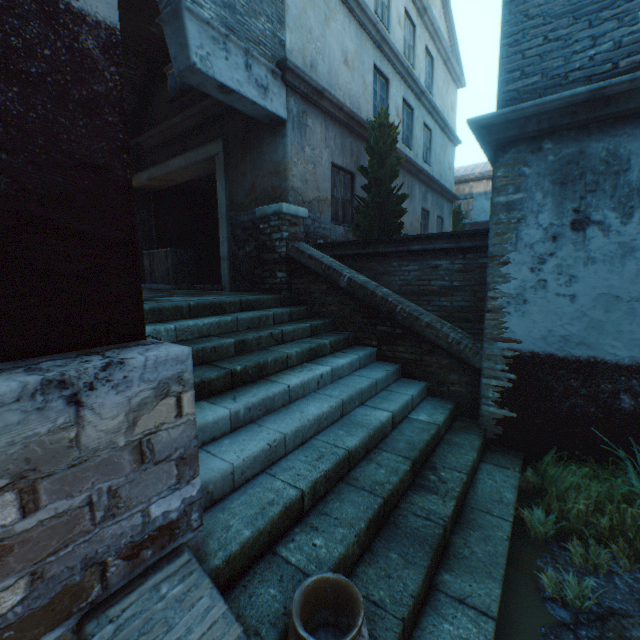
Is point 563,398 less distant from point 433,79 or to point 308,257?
point 308,257

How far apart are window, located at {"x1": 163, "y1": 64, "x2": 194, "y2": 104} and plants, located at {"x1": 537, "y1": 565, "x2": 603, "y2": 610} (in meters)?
9.66

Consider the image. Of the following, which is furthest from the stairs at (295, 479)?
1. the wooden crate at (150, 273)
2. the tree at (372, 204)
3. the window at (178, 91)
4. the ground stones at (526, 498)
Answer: the window at (178, 91)

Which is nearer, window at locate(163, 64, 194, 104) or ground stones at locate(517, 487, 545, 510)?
ground stones at locate(517, 487, 545, 510)

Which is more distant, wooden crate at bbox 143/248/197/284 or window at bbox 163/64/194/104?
wooden crate at bbox 143/248/197/284

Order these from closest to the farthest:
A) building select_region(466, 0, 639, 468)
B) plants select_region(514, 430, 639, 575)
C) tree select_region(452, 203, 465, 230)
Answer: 1. plants select_region(514, 430, 639, 575)
2. building select_region(466, 0, 639, 468)
3. tree select_region(452, 203, 465, 230)

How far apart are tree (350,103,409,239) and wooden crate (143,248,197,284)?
4.60m

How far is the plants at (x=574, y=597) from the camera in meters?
2.2
